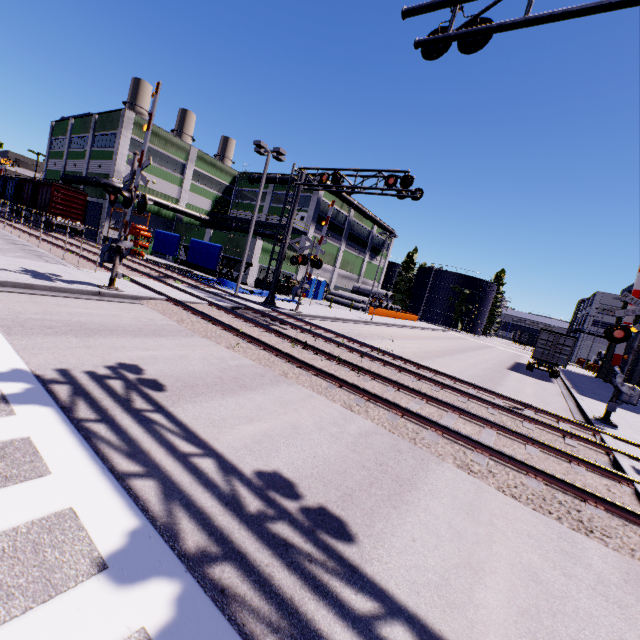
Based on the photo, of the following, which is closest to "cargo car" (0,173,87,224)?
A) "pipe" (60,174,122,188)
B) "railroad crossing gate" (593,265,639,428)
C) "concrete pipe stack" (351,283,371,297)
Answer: "pipe" (60,174,122,188)

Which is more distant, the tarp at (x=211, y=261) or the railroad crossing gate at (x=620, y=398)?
the tarp at (x=211, y=261)

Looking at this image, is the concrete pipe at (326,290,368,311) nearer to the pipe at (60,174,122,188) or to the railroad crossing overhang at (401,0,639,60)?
the pipe at (60,174,122,188)

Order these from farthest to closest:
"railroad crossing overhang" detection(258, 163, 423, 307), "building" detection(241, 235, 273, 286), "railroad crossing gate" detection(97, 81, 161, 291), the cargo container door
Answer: "building" detection(241, 235, 273, 286)
the cargo container door
"railroad crossing overhang" detection(258, 163, 423, 307)
"railroad crossing gate" detection(97, 81, 161, 291)

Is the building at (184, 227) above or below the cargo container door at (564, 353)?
above

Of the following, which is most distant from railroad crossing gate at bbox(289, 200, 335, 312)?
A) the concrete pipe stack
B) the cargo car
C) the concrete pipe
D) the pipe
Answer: the concrete pipe stack

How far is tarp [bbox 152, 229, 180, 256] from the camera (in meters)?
27.80

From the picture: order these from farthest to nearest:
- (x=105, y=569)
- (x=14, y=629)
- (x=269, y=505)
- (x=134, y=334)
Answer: (x=134, y=334) < (x=269, y=505) < (x=105, y=569) < (x=14, y=629)
